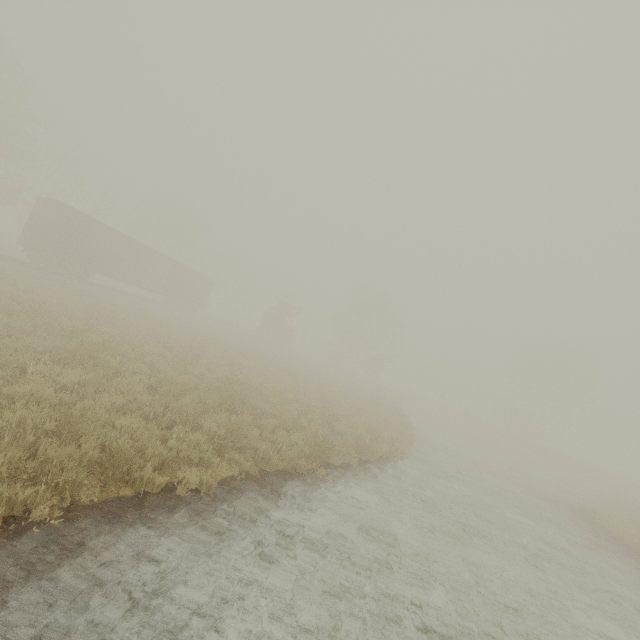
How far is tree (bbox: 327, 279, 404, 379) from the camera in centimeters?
4703cm

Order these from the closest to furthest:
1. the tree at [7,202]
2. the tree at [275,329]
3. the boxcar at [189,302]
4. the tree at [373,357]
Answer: the boxcar at [189,302], the tree at [7,202], the tree at [275,329], the tree at [373,357]

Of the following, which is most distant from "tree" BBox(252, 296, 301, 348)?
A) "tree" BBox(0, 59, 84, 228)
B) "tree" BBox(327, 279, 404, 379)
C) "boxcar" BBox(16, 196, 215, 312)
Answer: "tree" BBox(327, 279, 404, 379)

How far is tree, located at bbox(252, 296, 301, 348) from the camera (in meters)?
39.16

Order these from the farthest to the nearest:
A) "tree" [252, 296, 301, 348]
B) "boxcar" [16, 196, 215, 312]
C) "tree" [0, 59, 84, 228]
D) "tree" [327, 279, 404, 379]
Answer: "tree" [327, 279, 404, 379] < "tree" [252, 296, 301, 348] < "tree" [0, 59, 84, 228] < "boxcar" [16, 196, 215, 312]

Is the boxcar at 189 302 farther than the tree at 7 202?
No

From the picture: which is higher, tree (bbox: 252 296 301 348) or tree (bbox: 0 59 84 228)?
tree (bbox: 0 59 84 228)

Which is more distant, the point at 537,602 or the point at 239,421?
the point at 239,421
